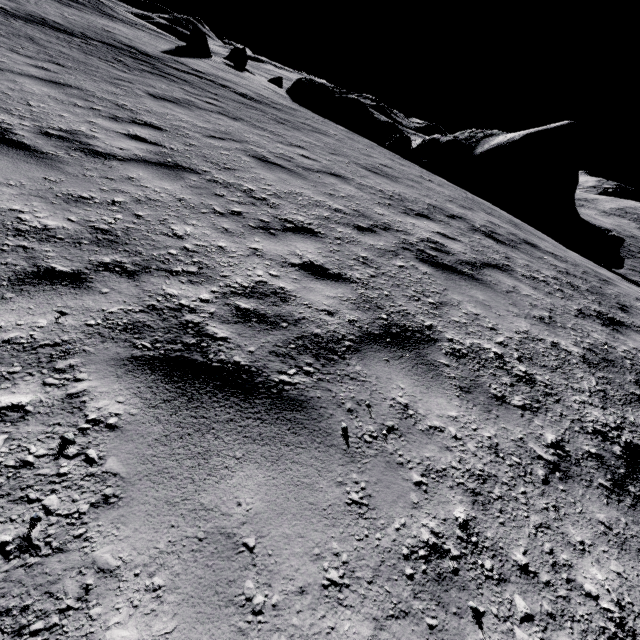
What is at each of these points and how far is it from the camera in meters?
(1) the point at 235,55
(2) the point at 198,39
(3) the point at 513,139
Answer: (1) stone, 24.6 m
(2) stone, 20.0 m
(3) stone, 20.8 m

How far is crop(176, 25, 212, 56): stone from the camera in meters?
19.9

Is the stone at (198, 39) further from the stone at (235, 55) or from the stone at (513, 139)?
the stone at (513, 139)

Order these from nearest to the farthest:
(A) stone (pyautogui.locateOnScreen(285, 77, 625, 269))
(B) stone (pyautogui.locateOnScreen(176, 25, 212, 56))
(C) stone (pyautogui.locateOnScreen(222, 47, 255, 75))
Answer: (A) stone (pyautogui.locateOnScreen(285, 77, 625, 269)), (B) stone (pyautogui.locateOnScreen(176, 25, 212, 56)), (C) stone (pyautogui.locateOnScreen(222, 47, 255, 75))

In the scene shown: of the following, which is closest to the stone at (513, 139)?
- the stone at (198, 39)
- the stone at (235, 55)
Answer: the stone at (235, 55)

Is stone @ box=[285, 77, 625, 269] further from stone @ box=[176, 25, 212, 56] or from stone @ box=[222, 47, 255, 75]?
stone @ box=[176, 25, 212, 56]

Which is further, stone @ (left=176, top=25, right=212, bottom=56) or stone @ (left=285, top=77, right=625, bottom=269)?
stone @ (left=176, top=25, right=212, bottom=56)
